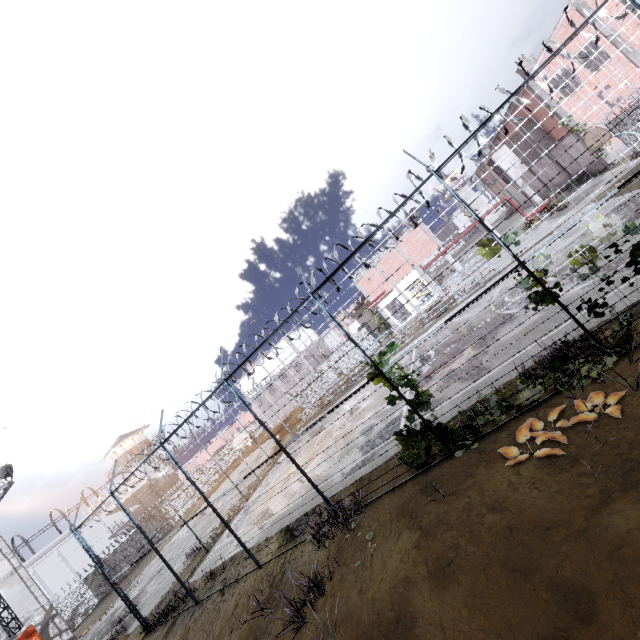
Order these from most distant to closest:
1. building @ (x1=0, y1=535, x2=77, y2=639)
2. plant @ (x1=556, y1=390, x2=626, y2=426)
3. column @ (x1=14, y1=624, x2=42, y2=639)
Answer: building @ (x1=0, y1=535, x2=77, y2=639)
column @ (x1=14, y1=624, x2=42, y2=639)
plant @ (x1=556, y1=390, x2=626, y2=426)

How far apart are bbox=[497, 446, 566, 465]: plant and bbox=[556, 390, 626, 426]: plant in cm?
128

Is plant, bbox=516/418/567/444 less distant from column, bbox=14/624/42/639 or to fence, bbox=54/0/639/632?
fence, bbox=54/0/639/632

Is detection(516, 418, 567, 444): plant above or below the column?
below

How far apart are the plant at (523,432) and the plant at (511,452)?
0.1m

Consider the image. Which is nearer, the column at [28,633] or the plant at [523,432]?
the plant at [523,432]

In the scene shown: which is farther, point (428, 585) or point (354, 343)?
point (354, 343)

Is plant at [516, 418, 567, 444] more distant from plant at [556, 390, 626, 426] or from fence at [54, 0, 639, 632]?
fence at [54, 0, 639, 632]
